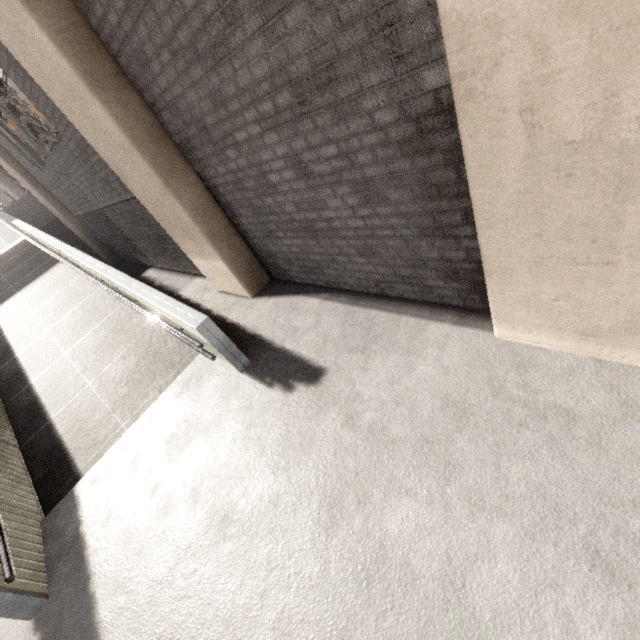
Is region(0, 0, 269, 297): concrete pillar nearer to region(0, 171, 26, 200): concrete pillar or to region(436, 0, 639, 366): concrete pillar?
region(436, 0, 639, 366): concrete pillar

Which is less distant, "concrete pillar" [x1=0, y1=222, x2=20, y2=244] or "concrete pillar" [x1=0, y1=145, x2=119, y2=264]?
"concrete pillar" [x1=0, y1=145, x2=119, y2=264]

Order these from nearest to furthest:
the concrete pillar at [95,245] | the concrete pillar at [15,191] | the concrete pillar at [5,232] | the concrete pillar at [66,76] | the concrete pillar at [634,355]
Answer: the concrete pillar at [634,355] < the concrete pillar at [66,76] < the concrete pillar at [95,245] < the concrete pillar at [15,191] < the concrete pillar at [5,232]

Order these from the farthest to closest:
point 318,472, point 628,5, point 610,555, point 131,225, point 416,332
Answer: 1. point 131,225
2. point 416,332
3. point 318,472
4. point 610,555
5. point 628,5

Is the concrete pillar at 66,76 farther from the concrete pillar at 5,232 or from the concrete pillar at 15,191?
the concrete pillar at 5,232

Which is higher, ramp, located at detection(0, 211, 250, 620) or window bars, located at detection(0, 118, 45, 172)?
window bars, located at detection(0, 118, 45, 172)

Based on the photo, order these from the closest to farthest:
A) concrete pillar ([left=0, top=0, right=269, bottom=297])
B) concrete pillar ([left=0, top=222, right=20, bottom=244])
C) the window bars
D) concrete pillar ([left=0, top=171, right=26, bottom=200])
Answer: concrete pillar ([left=0, top=0, right=269, bottom=297]), the window bars, concrete pillar ([left=0, top=171, right=26, bottom=200]), concrete pillar ([left=0, top=222, right=20, bottom=244])

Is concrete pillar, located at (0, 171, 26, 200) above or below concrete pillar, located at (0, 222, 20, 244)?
above
